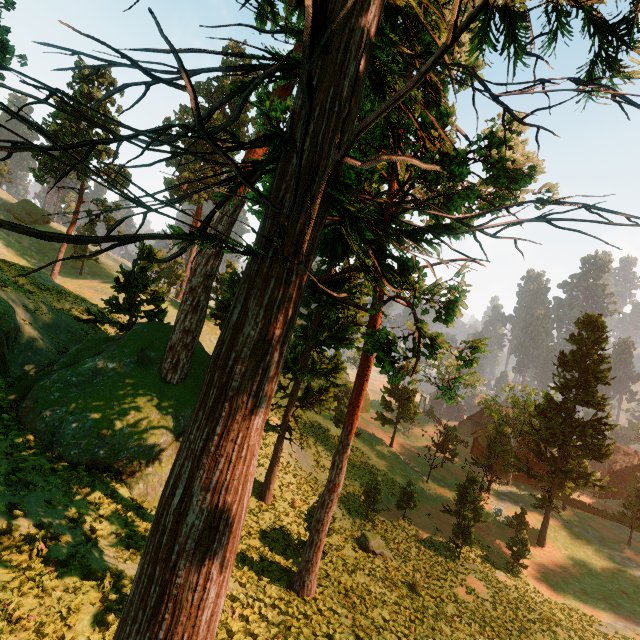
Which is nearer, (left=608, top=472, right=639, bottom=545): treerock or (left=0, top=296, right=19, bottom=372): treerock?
(left=0, top=296, right=19, bottom=372): treerock

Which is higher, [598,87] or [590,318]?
[590,318]

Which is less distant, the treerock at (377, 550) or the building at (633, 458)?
the treerock at (377, 550)

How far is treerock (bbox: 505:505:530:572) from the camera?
27.1m

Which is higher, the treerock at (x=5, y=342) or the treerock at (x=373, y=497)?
the treerock at (x=5, y=342)

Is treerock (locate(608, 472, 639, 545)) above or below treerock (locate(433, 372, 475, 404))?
below
